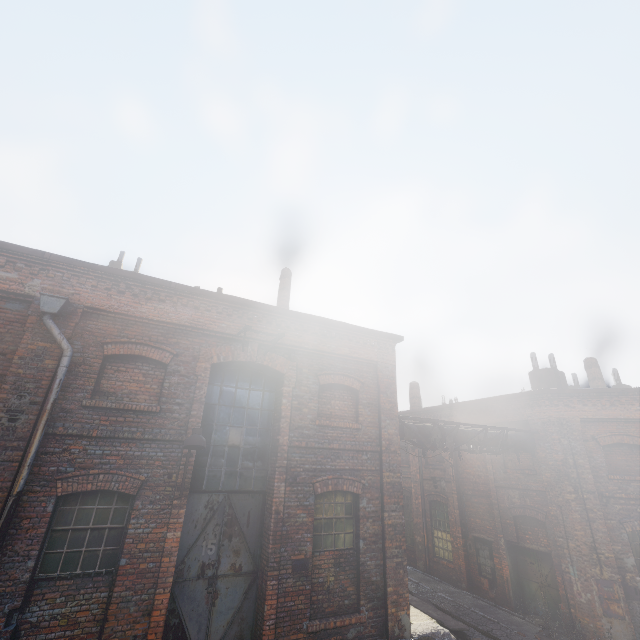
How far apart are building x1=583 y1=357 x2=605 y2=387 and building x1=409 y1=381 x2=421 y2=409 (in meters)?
8.97

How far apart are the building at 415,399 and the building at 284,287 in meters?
12.9 m

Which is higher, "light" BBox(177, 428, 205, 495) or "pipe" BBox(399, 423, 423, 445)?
Result: "pipe" BBox(399, 423, 423, 445)

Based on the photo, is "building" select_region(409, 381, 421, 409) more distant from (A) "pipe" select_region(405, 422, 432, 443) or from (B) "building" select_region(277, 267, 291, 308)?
(B) "building" select_region(277, 267, 291, 308)

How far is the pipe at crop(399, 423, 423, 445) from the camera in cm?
1043

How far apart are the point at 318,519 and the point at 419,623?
4.0m

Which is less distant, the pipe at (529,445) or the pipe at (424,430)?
the pipe at (424,430)
